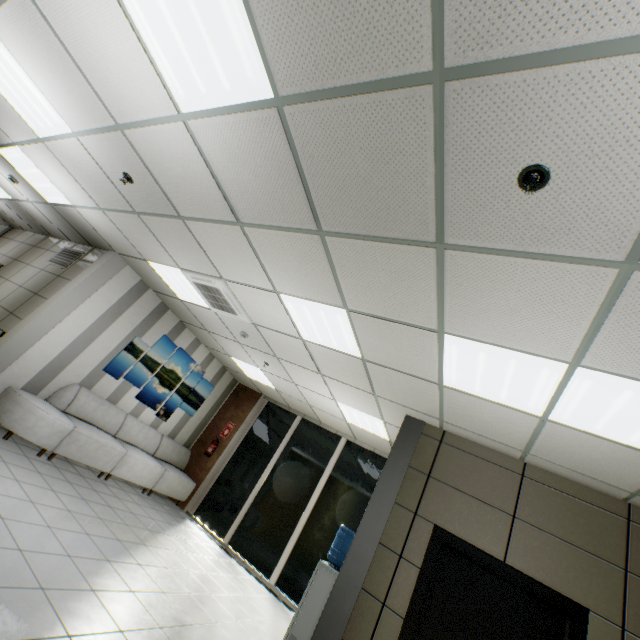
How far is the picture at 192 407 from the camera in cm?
777

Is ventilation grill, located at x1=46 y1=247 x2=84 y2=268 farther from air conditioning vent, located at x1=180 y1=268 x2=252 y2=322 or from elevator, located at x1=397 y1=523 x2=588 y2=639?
elevator, located at x1=397 y1=523 x2=588 y2=639

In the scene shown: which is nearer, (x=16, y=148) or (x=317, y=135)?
(x=317, y=135)

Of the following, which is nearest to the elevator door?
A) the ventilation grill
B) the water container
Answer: the water container

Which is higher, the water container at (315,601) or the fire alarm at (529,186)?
the fire alarm at (529,186)

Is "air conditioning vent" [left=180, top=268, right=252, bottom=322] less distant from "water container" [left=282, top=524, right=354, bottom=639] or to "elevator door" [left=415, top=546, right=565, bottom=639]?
"water container" [left=282, top=524, right=354, bottom=639]

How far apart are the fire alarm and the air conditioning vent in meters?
3.8

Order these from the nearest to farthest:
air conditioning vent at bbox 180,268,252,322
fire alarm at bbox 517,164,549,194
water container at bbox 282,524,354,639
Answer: fire alarm at bbox 517,164,549,194
water container at bbox 282,524,354,639
air conditioning vent at bbox 180,268,252,322
